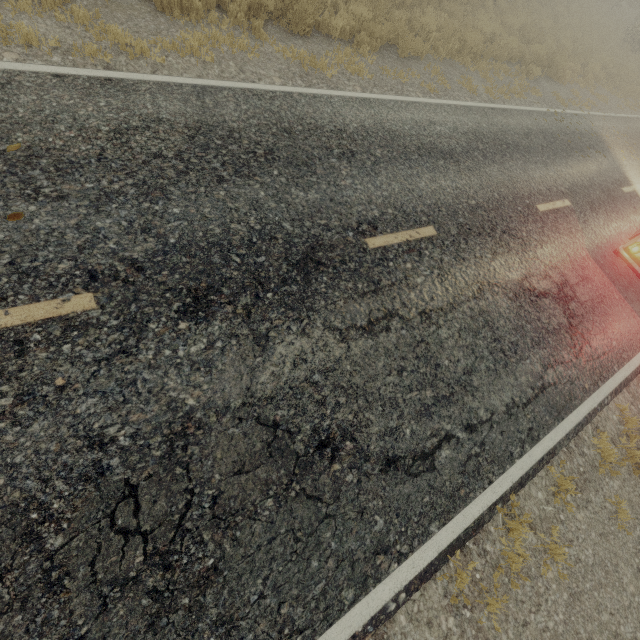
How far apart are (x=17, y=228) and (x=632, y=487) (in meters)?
8.77
